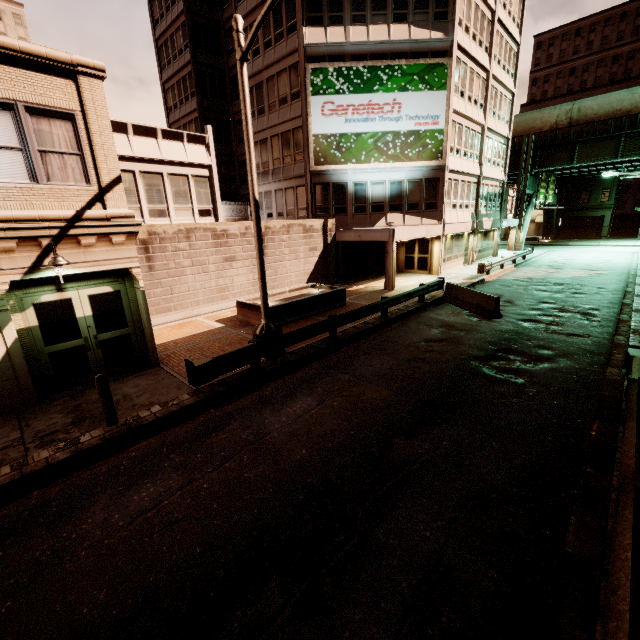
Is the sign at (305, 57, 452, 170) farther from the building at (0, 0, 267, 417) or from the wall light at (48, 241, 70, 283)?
the wall light at (48, 241, 70, 283)

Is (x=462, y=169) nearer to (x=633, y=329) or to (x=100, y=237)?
(x=633, y=329)

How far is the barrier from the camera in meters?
14.0 m

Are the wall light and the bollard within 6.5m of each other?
yes

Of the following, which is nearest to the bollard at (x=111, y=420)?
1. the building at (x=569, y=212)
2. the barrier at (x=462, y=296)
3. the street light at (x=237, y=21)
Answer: the street light at (x=237, y=21)

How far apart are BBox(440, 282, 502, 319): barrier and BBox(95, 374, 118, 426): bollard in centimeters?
1391cm

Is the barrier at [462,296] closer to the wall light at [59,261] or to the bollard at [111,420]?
the bollard at [111,420]

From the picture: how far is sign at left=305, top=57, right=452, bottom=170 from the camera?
20.4m
